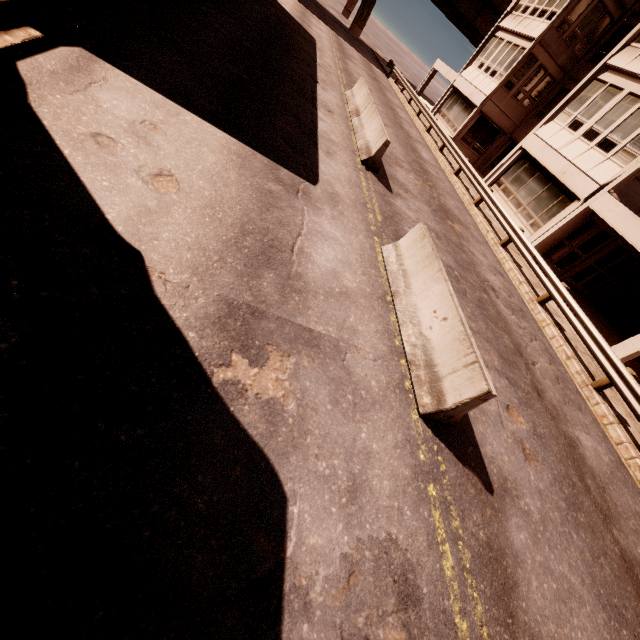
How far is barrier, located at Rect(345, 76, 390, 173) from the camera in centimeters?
1022cm

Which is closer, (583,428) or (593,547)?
(593,547)

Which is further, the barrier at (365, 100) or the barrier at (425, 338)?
the barrier at (365, 100)

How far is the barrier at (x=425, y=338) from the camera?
4.4m

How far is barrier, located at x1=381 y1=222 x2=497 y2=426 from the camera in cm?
441

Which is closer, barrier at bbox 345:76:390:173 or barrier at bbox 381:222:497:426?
barrier at bbox 381:222:497:426
